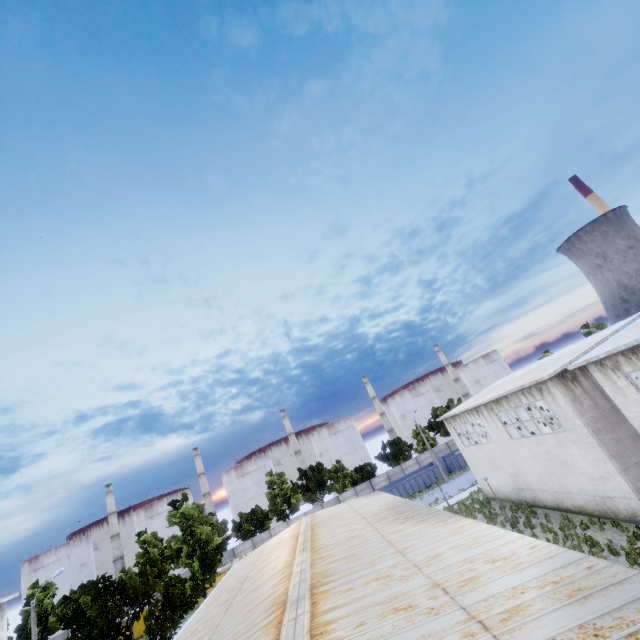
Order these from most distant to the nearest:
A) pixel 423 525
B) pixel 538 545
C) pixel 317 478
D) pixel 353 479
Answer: pixel 353 479
pixel 317 478
pixel 423 525
pixel 538 545

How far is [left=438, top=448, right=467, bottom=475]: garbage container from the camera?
47.3 meters

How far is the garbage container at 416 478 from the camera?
45.8 meters

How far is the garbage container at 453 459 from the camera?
47.3 meters

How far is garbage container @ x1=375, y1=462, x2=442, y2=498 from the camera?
45.84m

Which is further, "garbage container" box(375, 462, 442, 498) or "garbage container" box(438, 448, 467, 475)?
"garbage container" box(438, 448, 467, 475)
